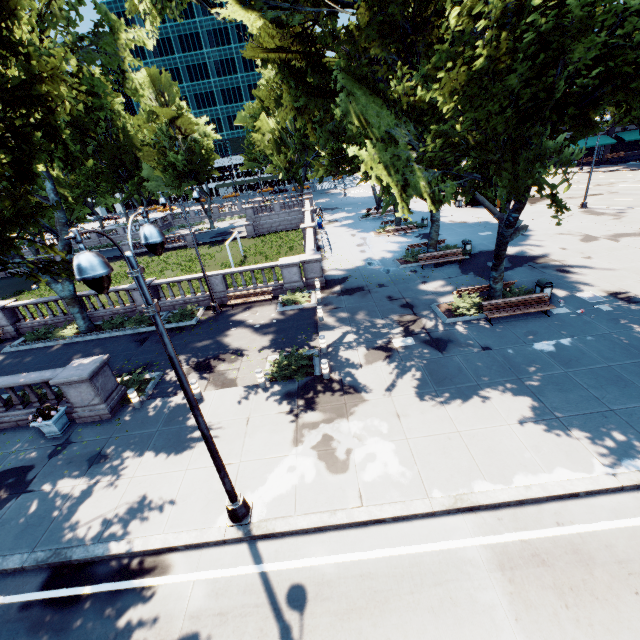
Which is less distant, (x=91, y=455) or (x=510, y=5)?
(x=510, y=5)

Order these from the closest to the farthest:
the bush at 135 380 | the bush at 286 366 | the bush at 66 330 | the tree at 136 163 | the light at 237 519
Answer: the light at 237 519 < the tree at 136 163 < the bush at 286 366 < the bush at 135 380 < the bush at 66 330

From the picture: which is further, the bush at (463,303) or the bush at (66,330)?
the bush at (66,330)

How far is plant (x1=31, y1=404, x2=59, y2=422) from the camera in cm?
1145

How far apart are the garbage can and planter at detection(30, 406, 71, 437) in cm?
2115

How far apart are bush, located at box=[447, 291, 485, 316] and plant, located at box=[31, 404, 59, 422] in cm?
1712

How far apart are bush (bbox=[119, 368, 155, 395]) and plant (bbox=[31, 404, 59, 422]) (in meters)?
2.12

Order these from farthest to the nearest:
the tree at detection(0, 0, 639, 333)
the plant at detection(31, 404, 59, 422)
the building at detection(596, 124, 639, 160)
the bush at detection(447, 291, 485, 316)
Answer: the building at detection(596, 124, 639, 160) → the bush at detection(447, 291, 485, 316) → the plant at detection(31, 404, 59, 422) → the tree at detection(0, 0, 639, 333)
